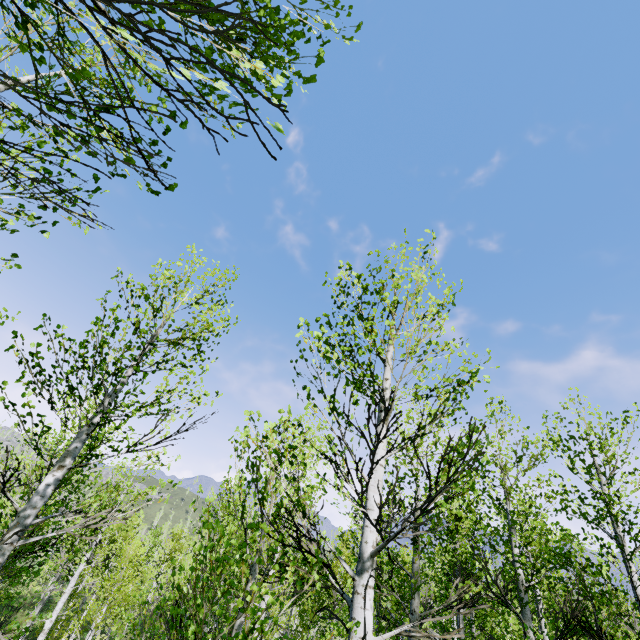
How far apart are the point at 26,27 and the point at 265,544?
24.06m
